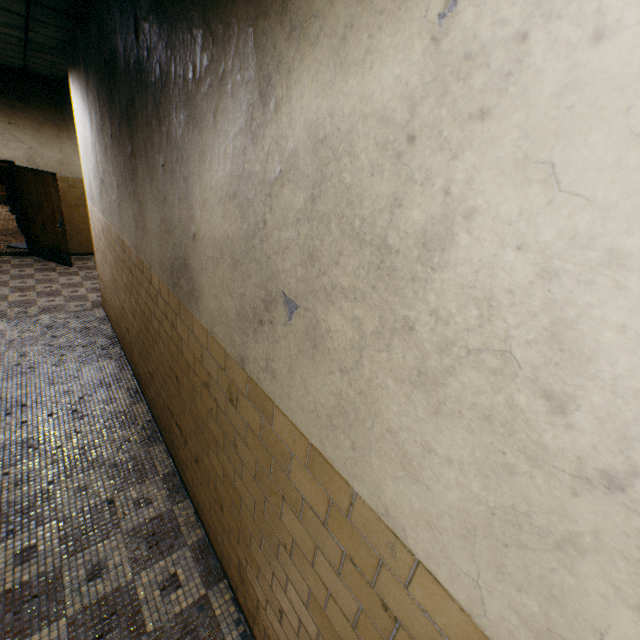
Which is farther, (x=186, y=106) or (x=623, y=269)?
(x=186, y=106)
